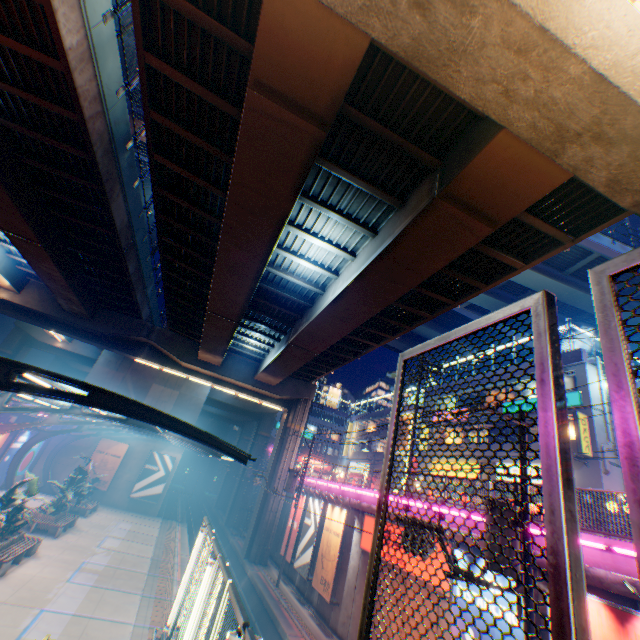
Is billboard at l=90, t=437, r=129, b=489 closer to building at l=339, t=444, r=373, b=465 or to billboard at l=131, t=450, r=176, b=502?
billboard at l=131, t=450, r=176, b=502

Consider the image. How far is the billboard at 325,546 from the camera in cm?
1761

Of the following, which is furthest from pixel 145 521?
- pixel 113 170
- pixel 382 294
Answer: pixel 382 294

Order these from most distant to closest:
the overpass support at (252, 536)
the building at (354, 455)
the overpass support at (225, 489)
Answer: the building at (354, 455)
the overpass support at (225, 489)
the overpass support at (252, 536)

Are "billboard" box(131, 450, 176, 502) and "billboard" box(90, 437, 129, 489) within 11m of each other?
yes

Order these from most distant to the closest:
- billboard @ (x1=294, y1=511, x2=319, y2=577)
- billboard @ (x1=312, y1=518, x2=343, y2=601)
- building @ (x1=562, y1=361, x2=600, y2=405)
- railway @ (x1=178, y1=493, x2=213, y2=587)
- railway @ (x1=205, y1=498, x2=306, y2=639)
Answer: railway @ (x1=178, y1=493, x2=213, y2=587), billboard @ (x1=294, y1=511, x2=319, y2=577), building @ (x1=562, y1=361, x2=600, y2=405), billboard @ (x1=312, y1=518, x2=343, y2=601), railway @ (x1=205, y1=498, x2=306, y2=639)

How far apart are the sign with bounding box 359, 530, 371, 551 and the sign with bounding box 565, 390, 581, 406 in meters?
14.1

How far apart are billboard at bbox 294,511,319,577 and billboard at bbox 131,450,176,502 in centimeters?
1721cm
